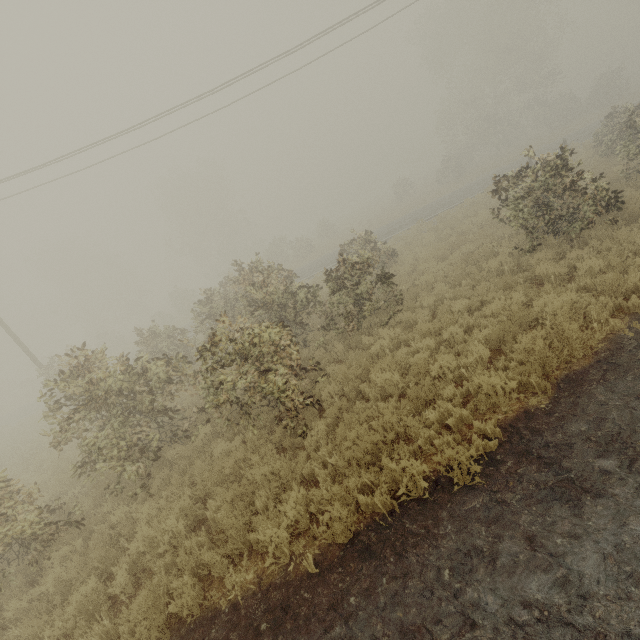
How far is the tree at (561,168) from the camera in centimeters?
853cm

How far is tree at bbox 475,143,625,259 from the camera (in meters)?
8.53

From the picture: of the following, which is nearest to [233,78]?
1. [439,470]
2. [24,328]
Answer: [439,470]
